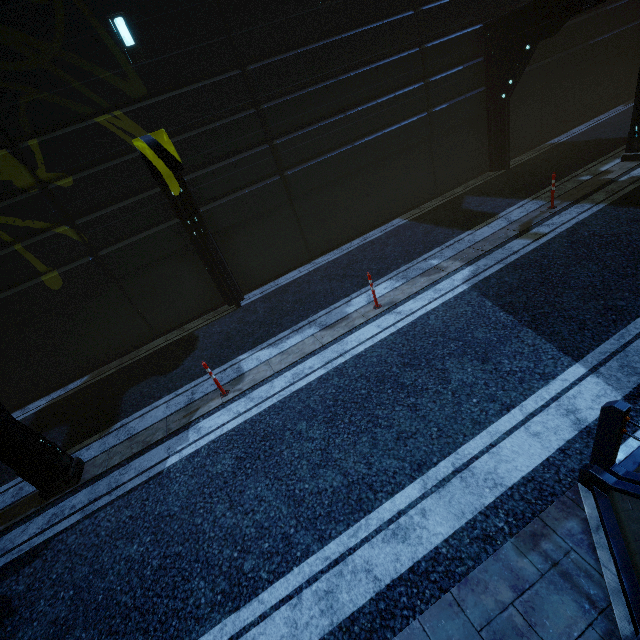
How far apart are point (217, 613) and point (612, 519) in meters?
4.4

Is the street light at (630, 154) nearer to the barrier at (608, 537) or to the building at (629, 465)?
the building at (629, 465)

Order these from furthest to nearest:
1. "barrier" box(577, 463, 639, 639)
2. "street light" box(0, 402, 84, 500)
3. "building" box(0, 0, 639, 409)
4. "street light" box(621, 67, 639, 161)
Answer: "street light" box(621, 67, 639, 161) < "building" box(0, 0, 639, 409) < "street light" box(0, 402, 84, 500) < "barrier" box(577, 463, 639, 639)

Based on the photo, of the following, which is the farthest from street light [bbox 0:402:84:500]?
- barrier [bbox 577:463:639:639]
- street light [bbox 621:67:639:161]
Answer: street light [bbox 621:67:639:161]

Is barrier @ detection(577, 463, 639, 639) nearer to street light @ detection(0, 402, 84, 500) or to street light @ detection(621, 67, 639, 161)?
street light @ detection(0, 402, 84, 500)

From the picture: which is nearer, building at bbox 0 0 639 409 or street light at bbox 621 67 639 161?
building at bbox 0 0 639 409

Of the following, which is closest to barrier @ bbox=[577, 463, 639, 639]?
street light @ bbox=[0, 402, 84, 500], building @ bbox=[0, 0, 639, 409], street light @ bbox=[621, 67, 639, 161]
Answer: building @ bbox=[0, 0, 639, 409]

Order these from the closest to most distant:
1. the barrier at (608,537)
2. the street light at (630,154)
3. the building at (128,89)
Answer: the barrier at (608,537), the building at (128,89), the street light at (630,154)
